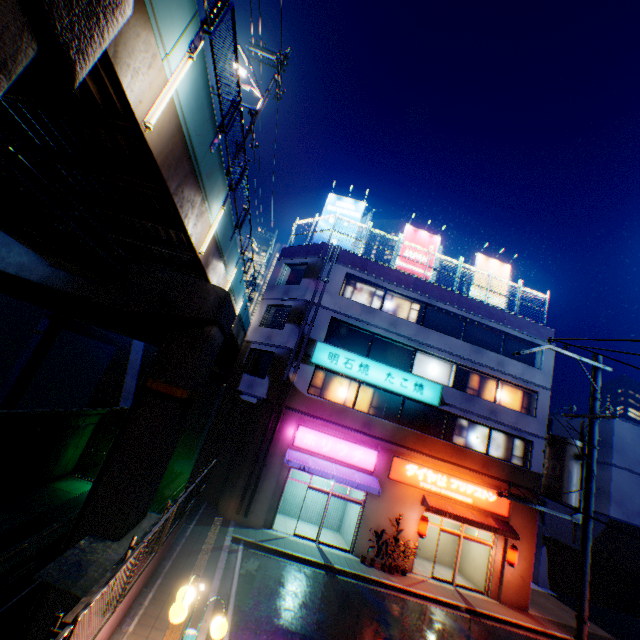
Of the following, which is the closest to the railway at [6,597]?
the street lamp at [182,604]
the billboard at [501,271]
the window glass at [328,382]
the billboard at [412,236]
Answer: the street lamp at [182,604]

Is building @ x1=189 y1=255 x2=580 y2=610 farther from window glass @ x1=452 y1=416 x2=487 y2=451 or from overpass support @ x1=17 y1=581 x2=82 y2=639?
overpass support @ x1=17 y1=581 x2=82 y2=639

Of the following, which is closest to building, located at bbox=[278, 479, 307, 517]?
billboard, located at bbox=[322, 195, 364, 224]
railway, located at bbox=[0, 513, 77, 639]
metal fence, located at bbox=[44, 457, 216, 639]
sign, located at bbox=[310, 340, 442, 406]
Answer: sign, located at bbox=[310, 340, 442, 406]

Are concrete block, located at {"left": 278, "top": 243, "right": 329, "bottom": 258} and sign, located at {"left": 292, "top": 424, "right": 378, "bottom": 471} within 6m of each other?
no

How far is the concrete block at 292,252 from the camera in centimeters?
1978cm

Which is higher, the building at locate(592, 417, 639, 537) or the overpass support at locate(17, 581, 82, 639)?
the building at locate(592, 417, 639, 537)

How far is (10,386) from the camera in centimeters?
4491cm

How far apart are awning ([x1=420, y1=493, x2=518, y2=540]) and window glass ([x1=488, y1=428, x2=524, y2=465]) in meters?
3.0
